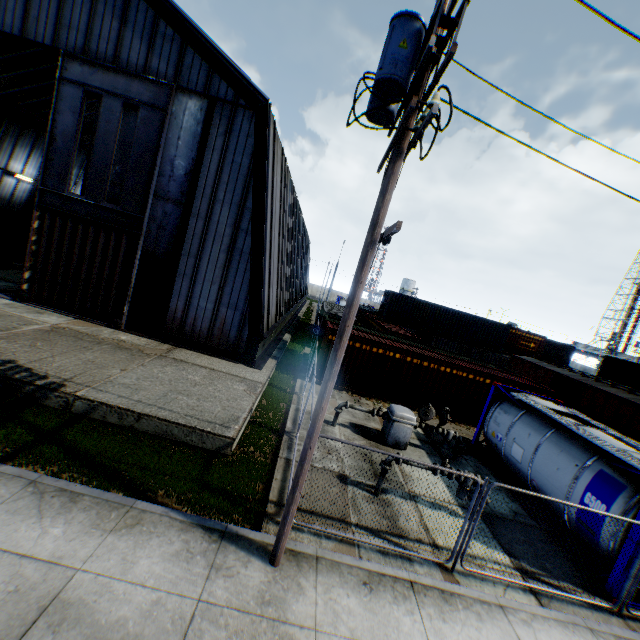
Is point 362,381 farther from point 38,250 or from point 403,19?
point 38,250

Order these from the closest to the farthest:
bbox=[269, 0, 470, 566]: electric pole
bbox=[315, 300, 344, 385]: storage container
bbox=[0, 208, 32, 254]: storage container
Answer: bbox=[269, 0, 470, 566]: electric pole
bbox=[315, 300, 344, 385]: storage container
bbox=[0, 208, 32, 254]: storage container

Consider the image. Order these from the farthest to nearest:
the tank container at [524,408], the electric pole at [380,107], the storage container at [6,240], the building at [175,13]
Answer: the storage container at [6,240]
the building at [175,13]
the tank container at [524,408]
the electric pole at [380,107]

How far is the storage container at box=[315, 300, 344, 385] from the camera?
15.94m

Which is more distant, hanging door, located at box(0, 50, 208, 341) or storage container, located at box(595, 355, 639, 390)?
storage container, located at box(595, 355, 639, 390)

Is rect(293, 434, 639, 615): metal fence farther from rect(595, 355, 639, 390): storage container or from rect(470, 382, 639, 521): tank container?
rect(595, 355, 639, 390): storage container

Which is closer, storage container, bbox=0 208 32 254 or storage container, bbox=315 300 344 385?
storage container, bbox=315 300 344 385

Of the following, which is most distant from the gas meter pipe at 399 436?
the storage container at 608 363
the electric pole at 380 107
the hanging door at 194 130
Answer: the storage container at 608 363
